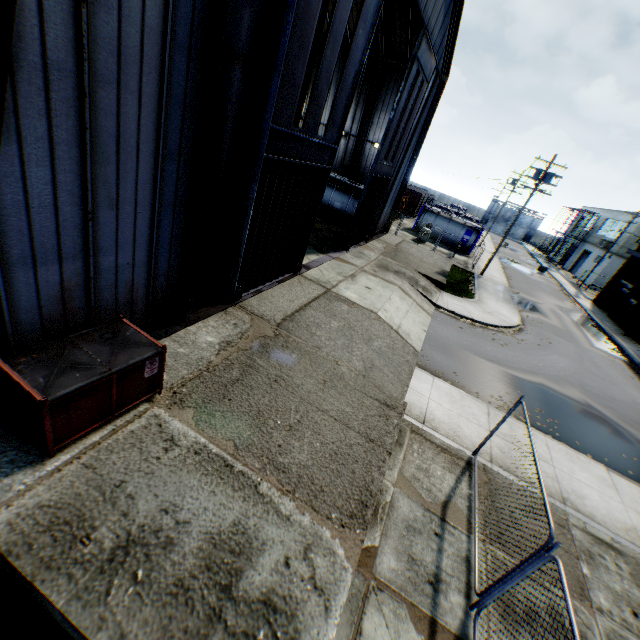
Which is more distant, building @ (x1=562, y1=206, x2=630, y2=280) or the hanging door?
building @ (x1=562, y1=206, x2=630, y2=280)

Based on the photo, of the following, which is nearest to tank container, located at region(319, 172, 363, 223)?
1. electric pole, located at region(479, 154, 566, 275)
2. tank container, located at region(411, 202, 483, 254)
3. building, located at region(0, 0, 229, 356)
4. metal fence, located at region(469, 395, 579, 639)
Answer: building, located at region(0, 0, 229, 356)

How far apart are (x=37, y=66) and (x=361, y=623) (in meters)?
8.61

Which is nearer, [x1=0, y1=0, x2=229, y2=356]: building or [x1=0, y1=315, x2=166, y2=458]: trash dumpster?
[x1=0, y1=0, x2=229, y2=356]: building

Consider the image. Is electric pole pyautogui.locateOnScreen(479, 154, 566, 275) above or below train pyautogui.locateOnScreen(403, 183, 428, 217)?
above

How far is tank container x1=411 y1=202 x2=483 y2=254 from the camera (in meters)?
34.41

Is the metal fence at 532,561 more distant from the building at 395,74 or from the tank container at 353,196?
the tank container at 353,196

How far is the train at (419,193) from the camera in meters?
44.2 m
